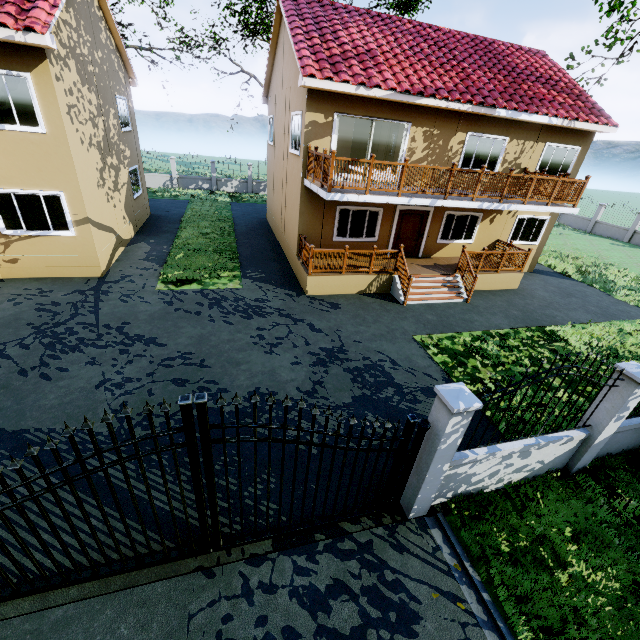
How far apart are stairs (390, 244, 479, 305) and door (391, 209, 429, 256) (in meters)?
1.94

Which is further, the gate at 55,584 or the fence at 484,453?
the fence at 484,453

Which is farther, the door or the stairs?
the door

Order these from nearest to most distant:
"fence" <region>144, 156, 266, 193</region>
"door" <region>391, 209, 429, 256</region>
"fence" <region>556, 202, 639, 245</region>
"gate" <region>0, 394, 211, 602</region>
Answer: "gate" <region>0, 394, 211, 602</region>, "door" <region>391, 209, 429, 256</region>, "fence" <region>556, 202, 639, 245</region>, "fence" <region>144, 156, 266, 193</region>

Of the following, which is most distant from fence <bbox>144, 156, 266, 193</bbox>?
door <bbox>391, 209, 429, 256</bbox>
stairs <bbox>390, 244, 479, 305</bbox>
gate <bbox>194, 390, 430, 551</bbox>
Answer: door <bbox>391, 209, 429, 256</bbox>

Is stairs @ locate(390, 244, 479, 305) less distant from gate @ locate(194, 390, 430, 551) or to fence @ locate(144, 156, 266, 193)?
fence @ locate(144, 156, 266, 193)

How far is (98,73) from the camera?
12.3 meters

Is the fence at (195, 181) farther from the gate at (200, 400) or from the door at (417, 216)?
the door at (417, 216)
